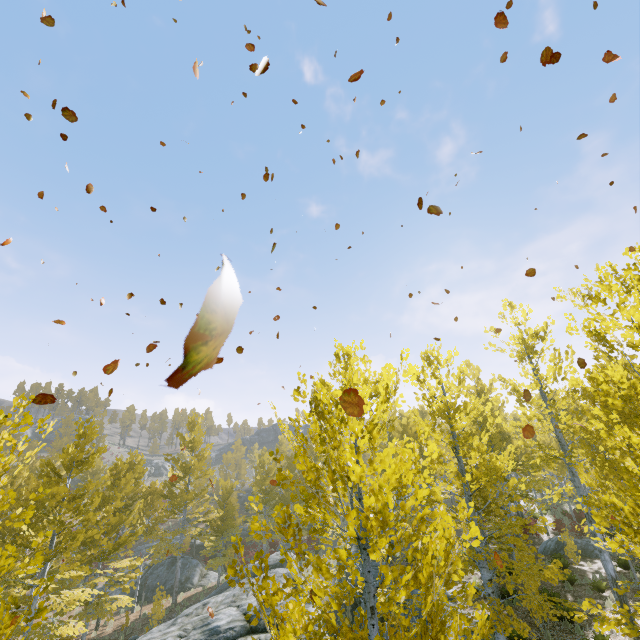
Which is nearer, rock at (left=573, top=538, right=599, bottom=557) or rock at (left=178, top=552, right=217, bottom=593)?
rock at (left=573, top=538, right=599, bottom=557)

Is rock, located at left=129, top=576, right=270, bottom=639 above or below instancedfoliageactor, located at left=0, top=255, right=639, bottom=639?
below

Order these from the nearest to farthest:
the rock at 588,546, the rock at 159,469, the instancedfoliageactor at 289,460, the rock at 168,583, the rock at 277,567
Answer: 1. the instancedfoliageactor at 289,460
2. the rock at 277,567
3. the rock at 588,546
4. the rock at 168,583
5. the rock at 159,469

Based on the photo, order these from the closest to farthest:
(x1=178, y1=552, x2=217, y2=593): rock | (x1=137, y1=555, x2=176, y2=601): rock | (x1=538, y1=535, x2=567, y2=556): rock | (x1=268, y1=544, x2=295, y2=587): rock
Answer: (x1=268, y1=544, x2=295, y2=587): rock
(x1=538, y1=535, x2=567, y2=556): rock
(x1=137, y1=555, x2=176, y2=601): rock
(x1=178, y1=552, x2=217, y2=593): rock

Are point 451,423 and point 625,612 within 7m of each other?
yes

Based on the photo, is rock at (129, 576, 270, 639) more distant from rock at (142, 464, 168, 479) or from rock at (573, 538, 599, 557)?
rock at (142, 464, 168, 479)

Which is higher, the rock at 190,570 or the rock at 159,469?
the rock at 159,469

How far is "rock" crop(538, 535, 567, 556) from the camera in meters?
18.7
